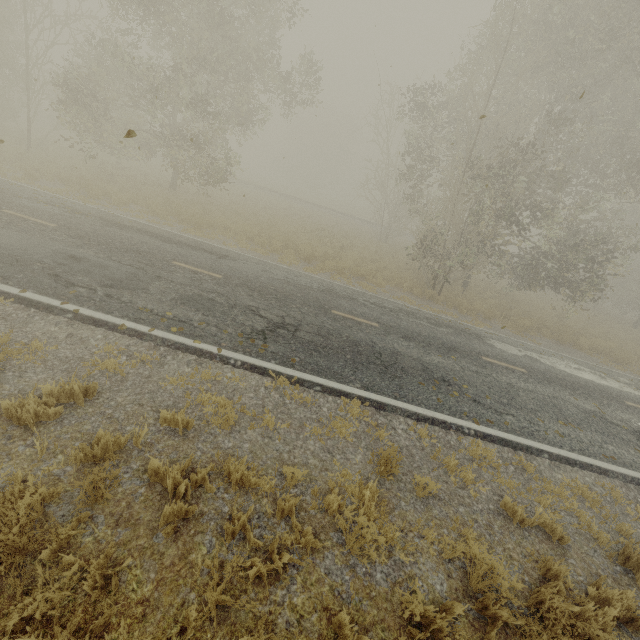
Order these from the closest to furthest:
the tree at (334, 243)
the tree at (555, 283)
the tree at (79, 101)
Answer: the tree at (555, 283) < the tree at (79, 101) < the tree at (334, 243)

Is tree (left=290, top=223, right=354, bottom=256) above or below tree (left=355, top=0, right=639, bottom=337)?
below

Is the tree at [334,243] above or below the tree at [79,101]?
below

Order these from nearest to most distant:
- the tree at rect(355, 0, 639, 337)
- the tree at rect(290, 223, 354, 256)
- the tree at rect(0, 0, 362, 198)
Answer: the tree at rect(355, 0, 639, 337) < the tree at rect(0, 0, 362, 198) < the tree at rect(290, 223, 354, 256)

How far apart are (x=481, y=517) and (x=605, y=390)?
9.36m

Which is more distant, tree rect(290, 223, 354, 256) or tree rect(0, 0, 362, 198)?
tree rect(290, 223, 354, 256)

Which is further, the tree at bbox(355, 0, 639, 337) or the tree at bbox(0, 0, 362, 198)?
the tree at bbox(0, 0, 362, 198)

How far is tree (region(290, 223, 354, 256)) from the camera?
18.3m
